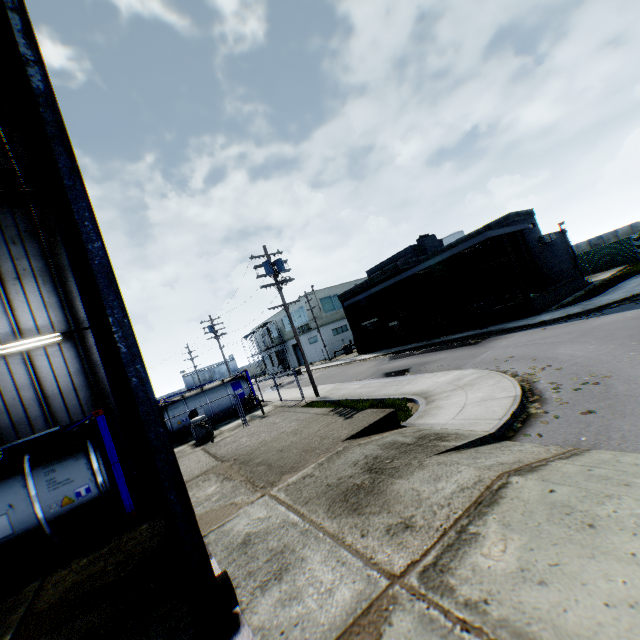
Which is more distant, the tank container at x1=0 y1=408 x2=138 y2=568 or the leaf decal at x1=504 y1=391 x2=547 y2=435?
the tank container at x1=0 y1=408 x2=138 y2=568

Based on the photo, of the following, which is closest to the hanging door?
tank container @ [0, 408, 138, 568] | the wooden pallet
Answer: tank container @ [0, 408, 138, 568]

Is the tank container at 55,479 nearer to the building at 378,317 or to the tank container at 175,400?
the tank container at 175,400

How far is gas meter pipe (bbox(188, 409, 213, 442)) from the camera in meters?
17.4

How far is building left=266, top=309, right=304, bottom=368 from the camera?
53.2m

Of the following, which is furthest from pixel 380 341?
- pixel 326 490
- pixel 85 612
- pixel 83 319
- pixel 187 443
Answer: pixel 85 612

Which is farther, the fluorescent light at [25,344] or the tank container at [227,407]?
the tank container at [227,407]

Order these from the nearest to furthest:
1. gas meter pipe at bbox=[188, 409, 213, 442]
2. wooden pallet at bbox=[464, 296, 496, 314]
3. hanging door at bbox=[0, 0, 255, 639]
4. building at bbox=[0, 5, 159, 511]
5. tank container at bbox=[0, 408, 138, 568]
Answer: hanging door at bbox=[0, 0, 255, 639], tank container at bbox=[0, 408, 138, 568], building at bbox=[0, 5, 159, 511], gas meter pipe at bbox=[188, 409, 213, 442], wooden pallet at bbox=[464, 296, 496, 314]
